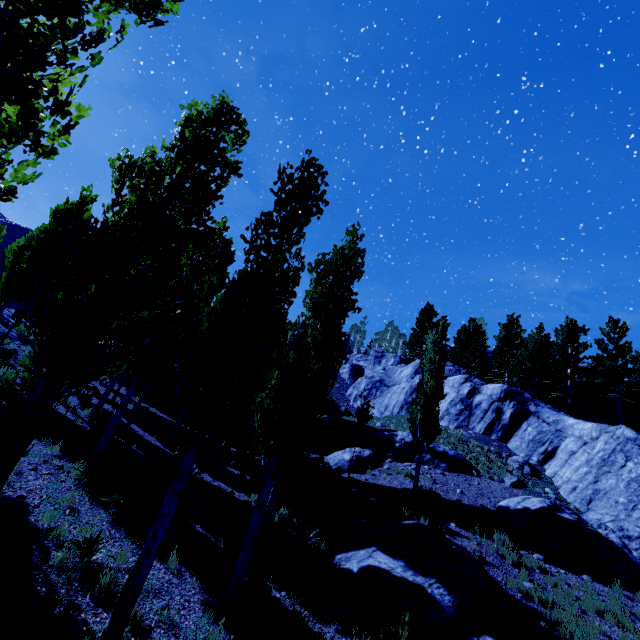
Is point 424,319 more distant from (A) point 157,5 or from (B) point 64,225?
(A) point 157,5

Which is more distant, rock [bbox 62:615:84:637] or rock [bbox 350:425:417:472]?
rock [bbox 350:425:417:472]

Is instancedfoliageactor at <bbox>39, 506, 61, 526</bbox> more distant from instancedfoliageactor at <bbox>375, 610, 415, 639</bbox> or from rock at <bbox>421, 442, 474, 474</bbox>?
instancedfoliageactor at <bbox>375, 610, 415, 639</bbox>

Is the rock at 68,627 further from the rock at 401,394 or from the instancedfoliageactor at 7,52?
the rock at 401,394

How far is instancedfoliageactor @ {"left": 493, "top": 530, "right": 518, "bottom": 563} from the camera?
12.3m

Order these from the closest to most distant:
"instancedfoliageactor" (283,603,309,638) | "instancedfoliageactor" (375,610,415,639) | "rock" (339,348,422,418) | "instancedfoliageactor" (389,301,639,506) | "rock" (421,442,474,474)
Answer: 1. "instancedfoliageactor" (375,610,415,639)
2. "instancedfoliageactor" (283,603,309,638)
3. "instancedfoliageactor" (389,301,639,506)
4. "rock" (421,442,474,474)
5. "rock" (339,348,422,418)

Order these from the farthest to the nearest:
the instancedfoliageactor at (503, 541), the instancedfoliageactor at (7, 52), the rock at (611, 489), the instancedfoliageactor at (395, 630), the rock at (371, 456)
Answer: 1. the rock at (371, 456)
2. the rock at (611, 489)
3. the instancedfoliageactor at (503, 541)
4. the instancedfoliageactor at (395, 630)
5. the instancedfoliageactor at (7, 52)
